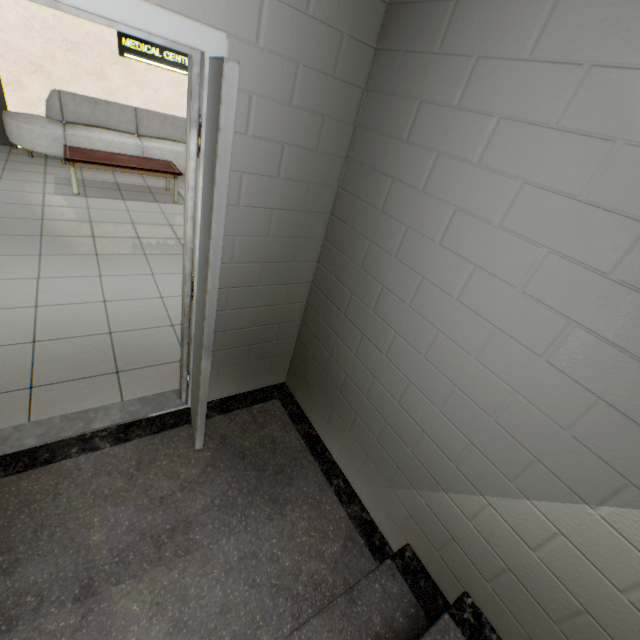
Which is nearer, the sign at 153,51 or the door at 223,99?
the door at 223,99

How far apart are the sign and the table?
2.1m

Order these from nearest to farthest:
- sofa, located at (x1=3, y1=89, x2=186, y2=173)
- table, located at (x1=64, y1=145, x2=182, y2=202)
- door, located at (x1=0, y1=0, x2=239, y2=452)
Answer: door, located at (x1=0, y1=0, x2=239, y2=452) < table, located at (x1=64, y1=145, x2=182, y2=202) < sofa, located at (x1=3, y1=89, x2=186, y2=173)

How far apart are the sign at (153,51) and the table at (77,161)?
2.12m

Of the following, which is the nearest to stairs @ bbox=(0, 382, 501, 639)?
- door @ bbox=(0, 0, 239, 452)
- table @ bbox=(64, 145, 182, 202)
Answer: door @ bbox=(0, 0, 239, 452)

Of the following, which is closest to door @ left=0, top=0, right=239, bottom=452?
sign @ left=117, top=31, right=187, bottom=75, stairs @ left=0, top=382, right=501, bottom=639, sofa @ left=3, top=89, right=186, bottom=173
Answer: stairs @ left=0, top=382, right=501, bottom=639

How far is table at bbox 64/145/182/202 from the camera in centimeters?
477cm

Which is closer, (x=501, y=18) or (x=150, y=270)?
(x=501, y=18)
